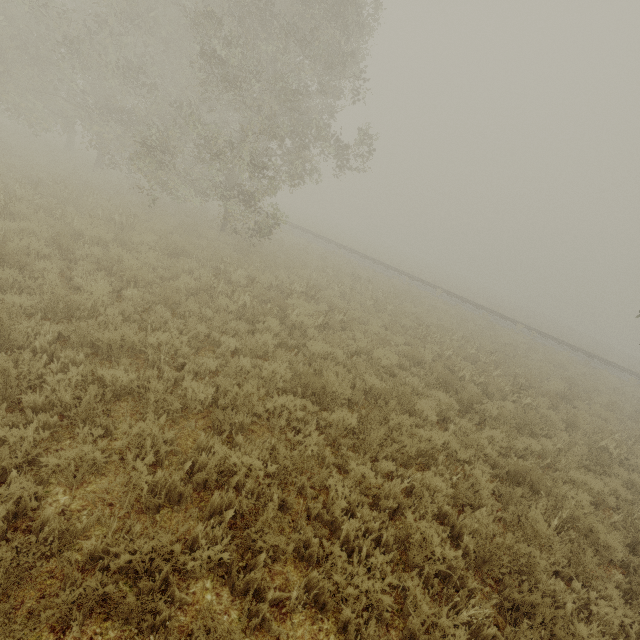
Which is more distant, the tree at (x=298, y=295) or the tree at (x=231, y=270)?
the tree at (x=298, y=295)

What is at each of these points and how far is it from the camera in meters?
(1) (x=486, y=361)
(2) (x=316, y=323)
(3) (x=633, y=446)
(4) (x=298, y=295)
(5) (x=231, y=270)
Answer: (1) tree, 12.3
(2) tree, 9.0
(3) tree, 9.5
(4) tree, 10.4
(5) tree, 10.6

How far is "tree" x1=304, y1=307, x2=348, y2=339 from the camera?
8.59m

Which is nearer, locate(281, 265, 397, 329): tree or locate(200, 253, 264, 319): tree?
locate(200, 253, 264, 319): tree
